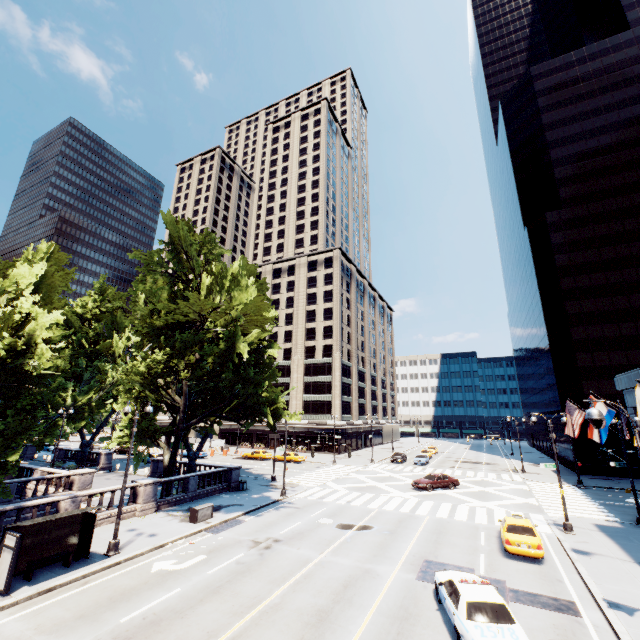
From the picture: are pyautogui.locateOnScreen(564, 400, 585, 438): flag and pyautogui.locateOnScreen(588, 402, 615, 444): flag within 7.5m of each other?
yes

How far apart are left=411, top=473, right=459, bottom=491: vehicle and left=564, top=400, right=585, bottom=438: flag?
14.8m

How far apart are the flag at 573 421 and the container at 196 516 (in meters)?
24.47

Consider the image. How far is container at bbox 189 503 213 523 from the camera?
21.1m

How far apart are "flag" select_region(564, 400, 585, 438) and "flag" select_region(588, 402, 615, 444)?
5.43m

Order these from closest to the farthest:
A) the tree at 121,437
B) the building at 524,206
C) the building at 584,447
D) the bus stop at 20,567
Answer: the bus stop at 20,567, the tree at 121,437, the building at 584,447, the building at 524,206

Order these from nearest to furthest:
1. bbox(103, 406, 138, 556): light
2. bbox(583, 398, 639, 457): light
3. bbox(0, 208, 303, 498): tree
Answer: bbox(583, 398, 639, 457): light, bbox(103, 406, 138, 556): light, bbox(0, 208, 303, 498): tree

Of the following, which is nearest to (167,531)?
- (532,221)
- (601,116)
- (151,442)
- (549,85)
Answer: (151,442)
